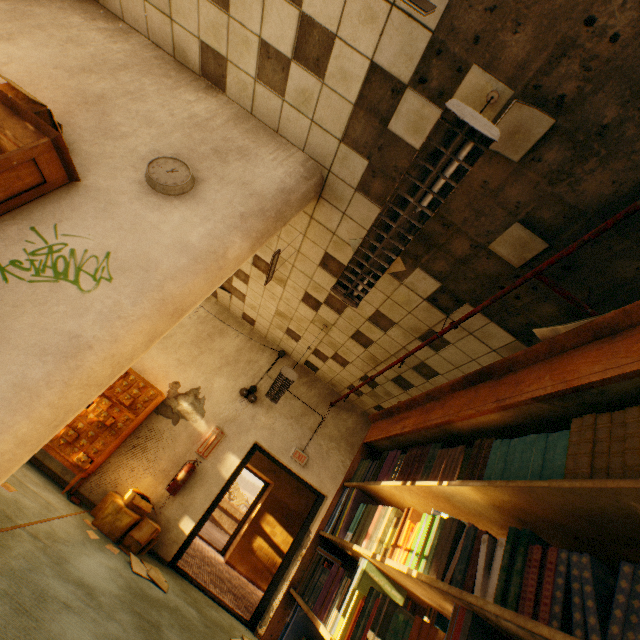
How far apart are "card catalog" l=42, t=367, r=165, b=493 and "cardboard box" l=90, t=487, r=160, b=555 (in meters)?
0.48

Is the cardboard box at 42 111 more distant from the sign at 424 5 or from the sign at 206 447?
the sign at 206 447

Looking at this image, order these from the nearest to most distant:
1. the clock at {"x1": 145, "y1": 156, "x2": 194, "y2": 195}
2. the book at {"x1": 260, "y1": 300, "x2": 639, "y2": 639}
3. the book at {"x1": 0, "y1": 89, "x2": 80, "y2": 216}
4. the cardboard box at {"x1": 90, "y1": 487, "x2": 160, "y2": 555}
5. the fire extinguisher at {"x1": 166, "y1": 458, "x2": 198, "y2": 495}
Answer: the book at {"x1": 260, "y1": 300, "x2": 639, "y2": 639} < the book at {"x1": 0, "y1": 89, "x2": 80, "y2": 216} < the clock at {"x1": 145, "y1": 156, "x2": 194, "y2": 195} < the cardboard box at {"x1": 90, "y1": 487, "x2": 160, "y2": 555} < the fire extinguisher at {"x1": 166, "y1": 458, "x2": 198, "y2": 495}

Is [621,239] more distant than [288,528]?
No

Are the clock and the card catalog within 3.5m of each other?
no

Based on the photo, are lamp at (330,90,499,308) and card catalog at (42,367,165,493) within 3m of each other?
no

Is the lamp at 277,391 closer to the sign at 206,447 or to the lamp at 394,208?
the sign at 206,447

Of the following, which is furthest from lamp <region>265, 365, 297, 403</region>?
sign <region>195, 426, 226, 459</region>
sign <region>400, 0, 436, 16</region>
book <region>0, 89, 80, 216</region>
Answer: sign <region>400, 0, 436, 16</region>
